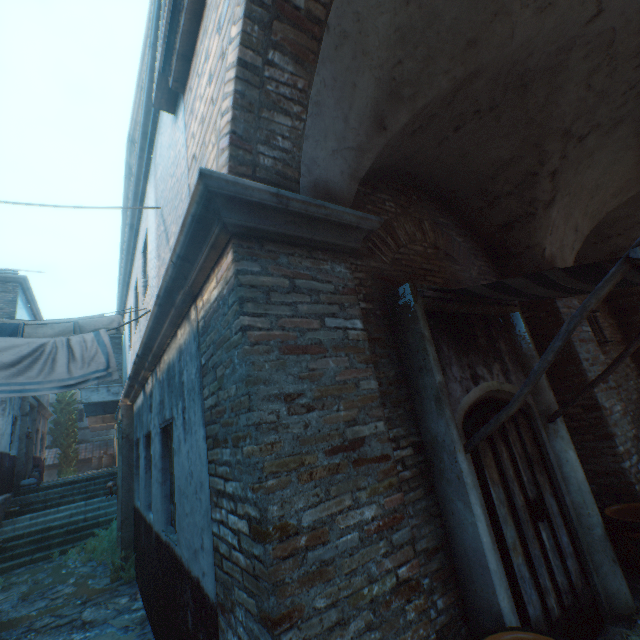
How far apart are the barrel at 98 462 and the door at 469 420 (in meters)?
31.60

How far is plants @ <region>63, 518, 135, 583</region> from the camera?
6.86m

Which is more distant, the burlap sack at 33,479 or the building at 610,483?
the burlap sack at 33,479

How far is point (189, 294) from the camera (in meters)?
2.94

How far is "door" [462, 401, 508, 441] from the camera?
3.24m

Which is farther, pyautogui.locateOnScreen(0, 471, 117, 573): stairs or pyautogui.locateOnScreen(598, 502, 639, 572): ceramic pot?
pyautogui.locateOnScreen(0, 471, 117, 573): stairs

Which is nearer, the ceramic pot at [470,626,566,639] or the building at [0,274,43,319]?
the ceramic pot at [470,626,566,639]
